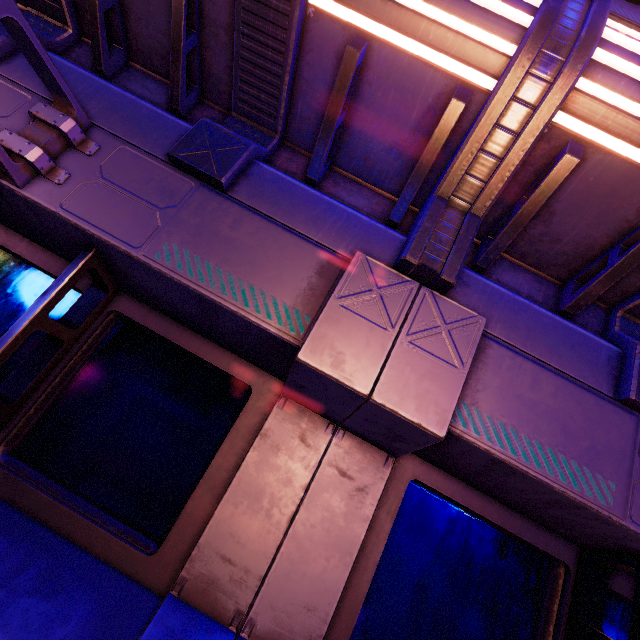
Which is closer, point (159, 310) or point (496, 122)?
point (496, 122)
